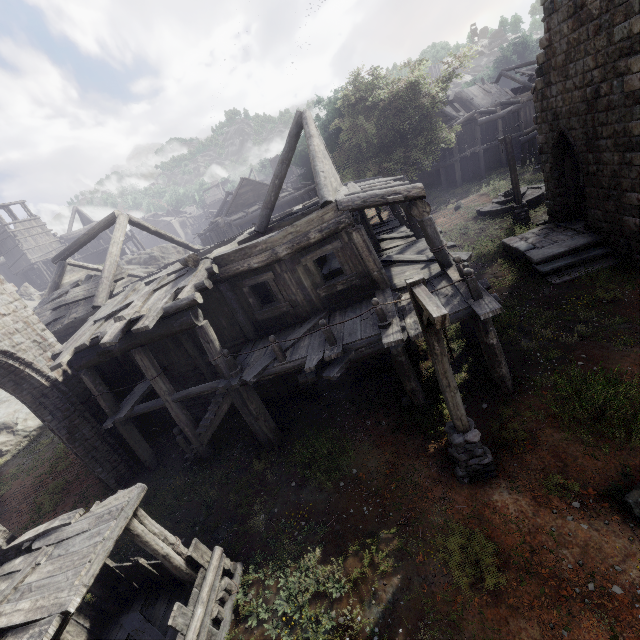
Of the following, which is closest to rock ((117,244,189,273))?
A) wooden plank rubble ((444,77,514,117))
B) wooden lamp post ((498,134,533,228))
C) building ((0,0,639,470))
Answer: building ((0,0,639,470))

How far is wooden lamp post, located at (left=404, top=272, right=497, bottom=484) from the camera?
4.7m

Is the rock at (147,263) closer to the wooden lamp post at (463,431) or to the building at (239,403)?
the building at (239,403)

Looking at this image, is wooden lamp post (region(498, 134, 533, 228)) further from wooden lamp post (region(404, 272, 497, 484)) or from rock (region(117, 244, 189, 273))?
rock (region(117, 244, 189, 273))

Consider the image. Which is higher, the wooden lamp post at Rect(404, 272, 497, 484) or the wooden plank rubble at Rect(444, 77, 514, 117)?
the wooden plank rubble at Rect(444, 77, 514, 117)

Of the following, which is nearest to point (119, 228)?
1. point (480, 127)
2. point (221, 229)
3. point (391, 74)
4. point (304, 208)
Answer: point (304, 208)

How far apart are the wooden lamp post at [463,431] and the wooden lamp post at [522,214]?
14.3m

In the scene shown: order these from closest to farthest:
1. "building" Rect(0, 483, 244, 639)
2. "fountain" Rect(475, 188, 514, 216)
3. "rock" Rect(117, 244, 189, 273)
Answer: "building" Rect(0, 483, 244, 639), "fountain" Rect(475, 188, 514, 216), "rock" Rect(117, 244, 189, 273)
